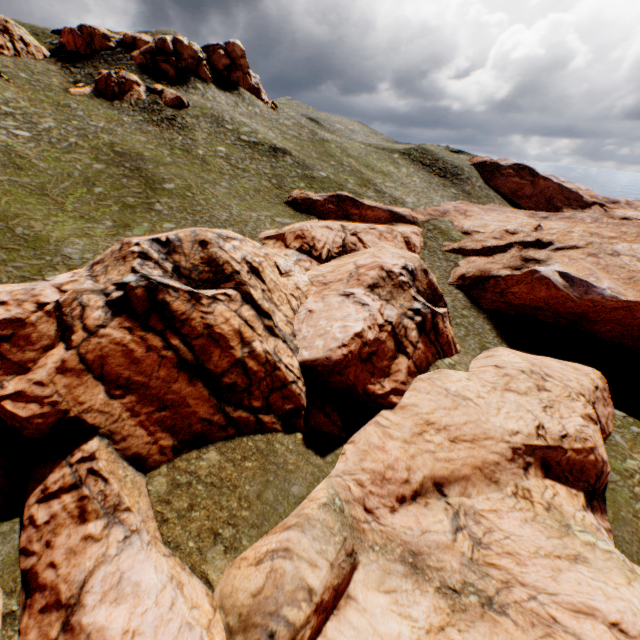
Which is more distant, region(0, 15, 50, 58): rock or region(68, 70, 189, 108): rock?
region(68, 70, 189, 108): rock

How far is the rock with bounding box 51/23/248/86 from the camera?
49.2 meters

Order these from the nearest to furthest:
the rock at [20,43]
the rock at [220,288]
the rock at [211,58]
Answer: the rock at [220,288] < the rock at [20,43] < the rock at [211,58]

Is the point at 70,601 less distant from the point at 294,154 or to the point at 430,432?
the point at 430,432

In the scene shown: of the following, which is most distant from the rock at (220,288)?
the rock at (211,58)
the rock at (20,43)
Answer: the rock at (20,43)

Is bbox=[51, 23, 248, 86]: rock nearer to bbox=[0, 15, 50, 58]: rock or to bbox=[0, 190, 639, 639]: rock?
bbox=[0, 15, 50, 58]: rock

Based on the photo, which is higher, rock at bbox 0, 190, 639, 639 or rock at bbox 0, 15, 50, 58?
rock at bbox 0, 15, 50, 58
